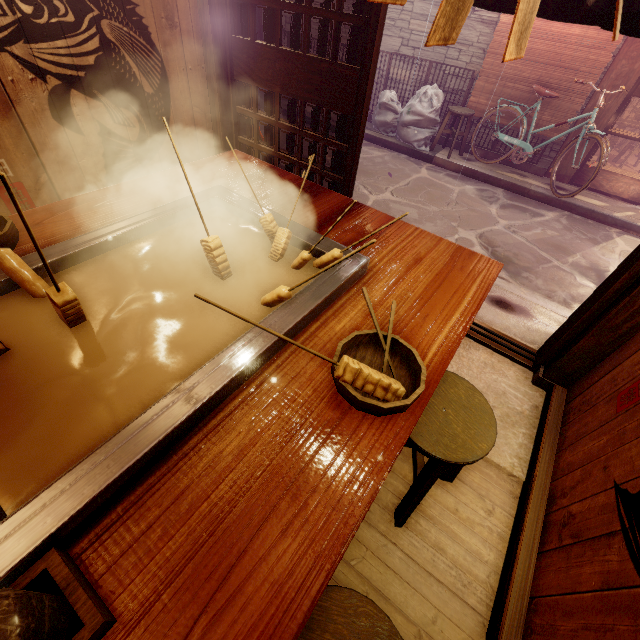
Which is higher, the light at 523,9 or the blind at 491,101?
the light at 523,9

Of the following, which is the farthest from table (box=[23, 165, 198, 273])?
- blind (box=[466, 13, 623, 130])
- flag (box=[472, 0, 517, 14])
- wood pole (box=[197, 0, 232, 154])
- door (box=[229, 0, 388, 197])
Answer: blind (box=[466, 13, 623, 130])

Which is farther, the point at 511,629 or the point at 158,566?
the point at 511,629

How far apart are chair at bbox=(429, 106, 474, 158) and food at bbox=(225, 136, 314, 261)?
10.70m

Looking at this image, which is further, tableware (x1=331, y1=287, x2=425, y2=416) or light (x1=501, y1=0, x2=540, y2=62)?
tableware (x1=331, y1=287, x2=425, y2=416)

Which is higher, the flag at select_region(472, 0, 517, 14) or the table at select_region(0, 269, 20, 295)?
the flag at select_region(472, 0, 517, 14)

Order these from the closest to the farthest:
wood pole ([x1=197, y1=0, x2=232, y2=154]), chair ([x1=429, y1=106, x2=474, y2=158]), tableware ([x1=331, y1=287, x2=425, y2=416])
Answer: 1. tableware ([x1=331, y1=287, x2=425, y2=416])
2. wood pole ([x1=197, y1=0, x2=232, y2=154])
3. chair ([x1=429, y1=106, x2=474, y2=158])

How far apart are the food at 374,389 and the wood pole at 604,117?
12.75m
